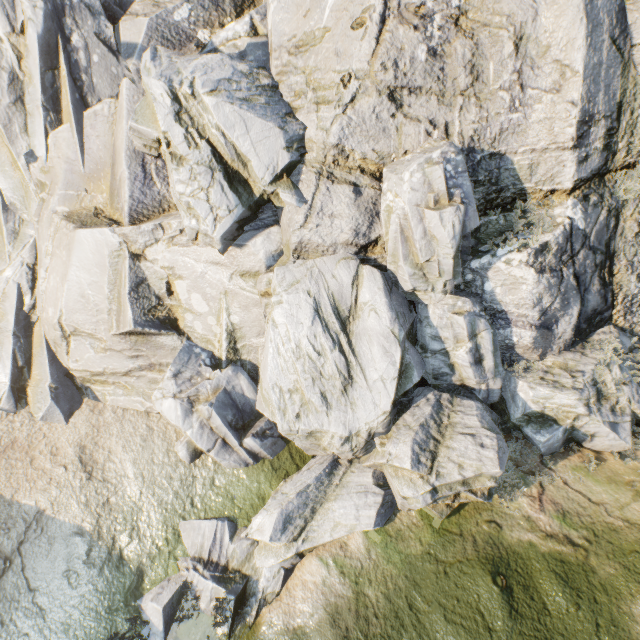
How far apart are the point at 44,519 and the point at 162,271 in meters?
10.1 m
